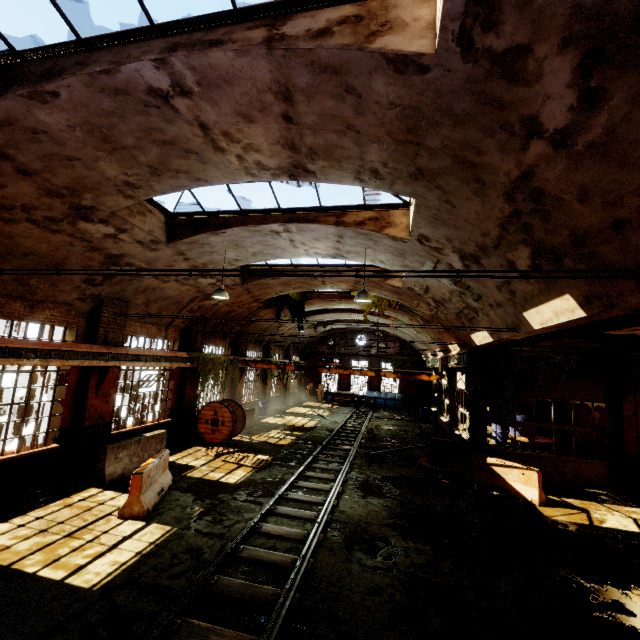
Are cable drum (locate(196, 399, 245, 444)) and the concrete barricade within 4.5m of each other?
no

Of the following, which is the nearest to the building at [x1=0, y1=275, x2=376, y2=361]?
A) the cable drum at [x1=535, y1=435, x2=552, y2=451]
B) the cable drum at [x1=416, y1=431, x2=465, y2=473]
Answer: the cable drum at [x1=416, y1=431, x2=465, y2=473]

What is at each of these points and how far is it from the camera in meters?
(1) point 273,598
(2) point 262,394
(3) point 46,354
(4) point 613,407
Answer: (1) rail track, 5.2
(2) building, 24.4
(3) beam, 8.5
(4) pillar, 12.0

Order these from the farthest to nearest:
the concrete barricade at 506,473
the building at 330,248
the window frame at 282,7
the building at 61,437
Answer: the concrete barricade at 506,473
the building at 61,437
the window frame at 282,7
the building at 330,248

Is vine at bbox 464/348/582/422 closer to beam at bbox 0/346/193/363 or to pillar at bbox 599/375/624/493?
pillar at bbox 599/375/624/493

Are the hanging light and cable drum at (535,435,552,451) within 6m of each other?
no

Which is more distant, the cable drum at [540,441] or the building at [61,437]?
the cable drum at [540,441]

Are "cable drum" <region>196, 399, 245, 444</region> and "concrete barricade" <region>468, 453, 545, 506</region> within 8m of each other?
no
